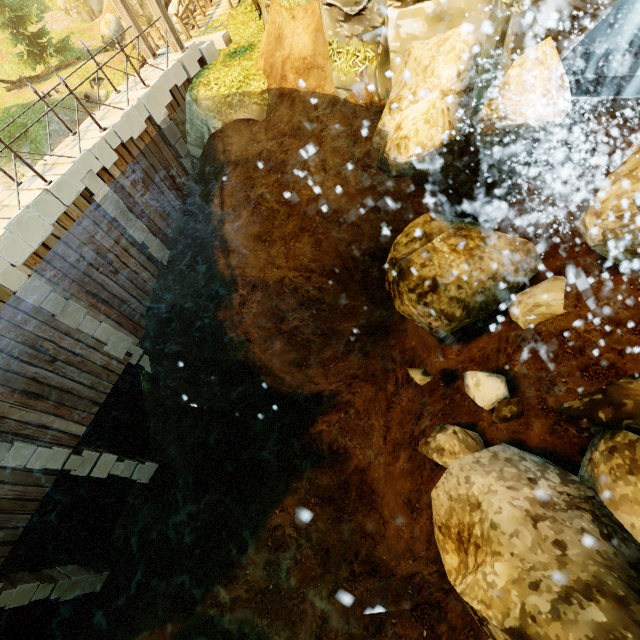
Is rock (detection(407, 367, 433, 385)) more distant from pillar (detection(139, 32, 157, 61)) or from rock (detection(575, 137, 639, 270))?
pillar (detection(139, 32, 157, 61))

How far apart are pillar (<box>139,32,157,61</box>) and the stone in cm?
94

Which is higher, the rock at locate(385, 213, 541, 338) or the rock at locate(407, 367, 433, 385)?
the rock at locate(385, 213, 541, 338)

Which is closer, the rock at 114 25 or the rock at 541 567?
the rock at 541 567

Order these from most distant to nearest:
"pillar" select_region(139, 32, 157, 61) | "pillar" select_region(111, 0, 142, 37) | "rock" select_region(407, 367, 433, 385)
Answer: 1. "pillar" select_region(139, 32, 157, 61)
2. "pillar" select_region(111, 0, 142, 37)
3. "rock" select_region(407, 367, 433, 385)

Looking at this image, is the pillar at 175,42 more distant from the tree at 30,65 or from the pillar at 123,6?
the tree at 30,65

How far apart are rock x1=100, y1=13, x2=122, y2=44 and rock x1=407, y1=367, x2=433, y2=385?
35.19m

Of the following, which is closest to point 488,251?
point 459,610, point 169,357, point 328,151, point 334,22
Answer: point 328,151
